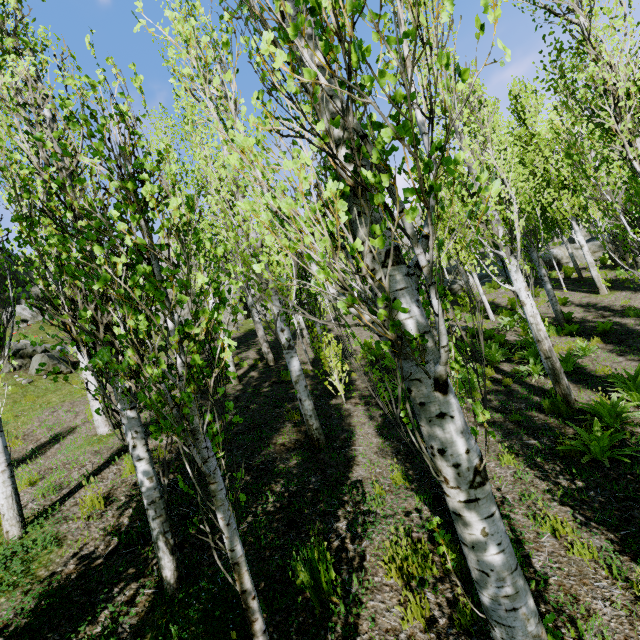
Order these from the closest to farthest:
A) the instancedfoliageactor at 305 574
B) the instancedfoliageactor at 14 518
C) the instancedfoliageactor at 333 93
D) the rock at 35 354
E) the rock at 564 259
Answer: the instancedfoliageactor at 333 93 → the instancedfoliageactor at 305 574 → the instancedfoliageactor at 14 518 → the rock at 35 354 → the rock at 564 259

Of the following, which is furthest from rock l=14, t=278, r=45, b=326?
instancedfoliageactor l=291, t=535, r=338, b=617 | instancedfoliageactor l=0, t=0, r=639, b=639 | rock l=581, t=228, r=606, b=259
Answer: rock l=581, t=228, r=606, b=259

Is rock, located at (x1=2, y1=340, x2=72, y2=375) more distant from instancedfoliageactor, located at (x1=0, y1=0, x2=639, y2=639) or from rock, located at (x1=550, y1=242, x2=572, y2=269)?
rock, located at (x1=550, y1=242, x2=572, y2=269)

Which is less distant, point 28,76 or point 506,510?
point 28,76

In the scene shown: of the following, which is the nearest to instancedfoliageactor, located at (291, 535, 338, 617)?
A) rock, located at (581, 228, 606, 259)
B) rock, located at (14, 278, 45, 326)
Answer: rock, located at (14, 278, 45, 326)

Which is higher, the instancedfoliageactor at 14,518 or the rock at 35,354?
the rock at 35,354

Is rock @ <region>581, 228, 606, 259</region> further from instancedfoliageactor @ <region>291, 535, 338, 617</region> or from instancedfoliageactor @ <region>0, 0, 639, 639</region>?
instancedfoliageactor @ <region>291, 535, 338, 617</region>
